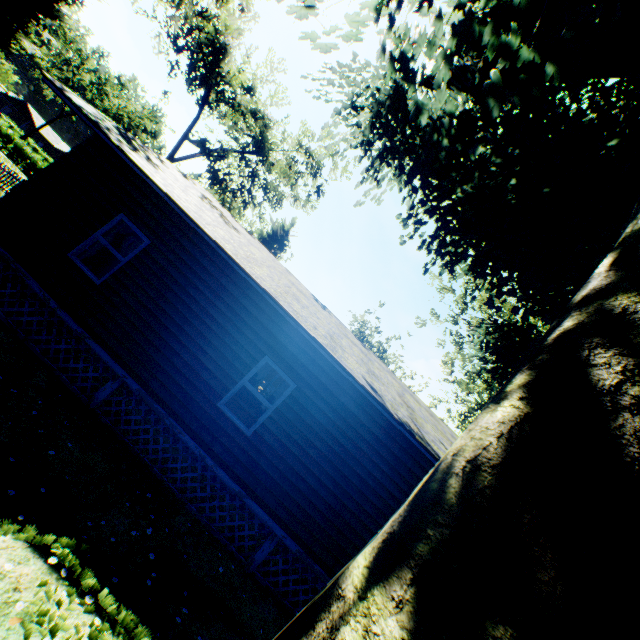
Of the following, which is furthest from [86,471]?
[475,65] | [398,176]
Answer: [398,176]

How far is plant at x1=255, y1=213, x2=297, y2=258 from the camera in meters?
33.2

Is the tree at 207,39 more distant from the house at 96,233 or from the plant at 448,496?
the plant at 448,496

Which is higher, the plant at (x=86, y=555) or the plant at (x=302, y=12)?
the plant at (x=302, y=12)

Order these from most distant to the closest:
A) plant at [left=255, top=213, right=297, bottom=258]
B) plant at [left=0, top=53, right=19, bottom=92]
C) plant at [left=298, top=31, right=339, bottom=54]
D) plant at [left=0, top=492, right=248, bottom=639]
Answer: plant at [left=255, top=213, right=297, bottom=258] → plant at [left=0, top=53, right=19, bottom=92] → plant at [left=298, top=31, right=339, bottom=54] → plant at [left=0, top=492, right=248, bottom=639]

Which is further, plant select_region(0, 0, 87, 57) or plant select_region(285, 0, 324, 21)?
plant select_region(0, 0, 87, 57)
